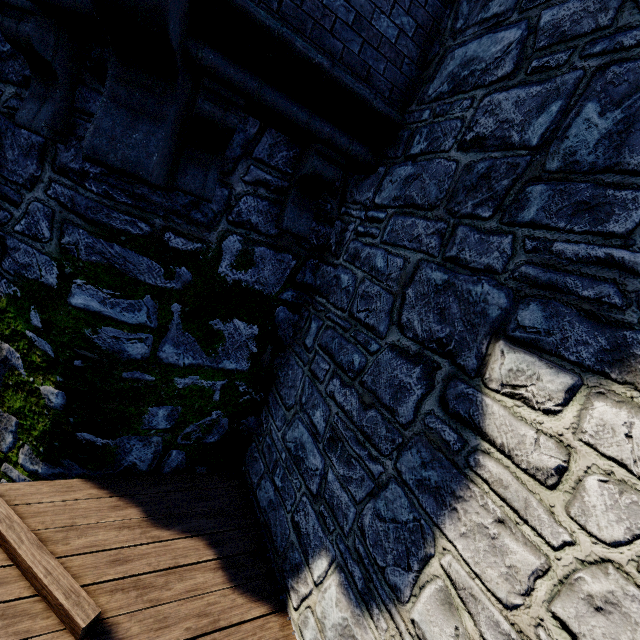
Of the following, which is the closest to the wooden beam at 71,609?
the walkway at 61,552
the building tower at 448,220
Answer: the walkway at 61,552

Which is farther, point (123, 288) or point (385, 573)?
point (123, 288)

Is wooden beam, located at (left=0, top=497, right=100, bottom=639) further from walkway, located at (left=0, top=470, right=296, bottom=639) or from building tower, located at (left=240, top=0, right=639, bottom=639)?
building tower, located at (left=240, top=0, right=639, bottom=639)

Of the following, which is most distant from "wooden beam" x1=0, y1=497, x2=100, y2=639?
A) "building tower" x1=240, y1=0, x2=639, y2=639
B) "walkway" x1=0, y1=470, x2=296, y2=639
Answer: "building tower" x1=240, y1=0, x2=639, y2=639

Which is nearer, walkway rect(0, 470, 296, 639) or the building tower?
the building tower

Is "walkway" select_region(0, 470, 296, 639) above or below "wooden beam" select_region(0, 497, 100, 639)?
below

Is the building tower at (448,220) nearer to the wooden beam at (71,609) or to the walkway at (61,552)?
the walkway at (61,552)
